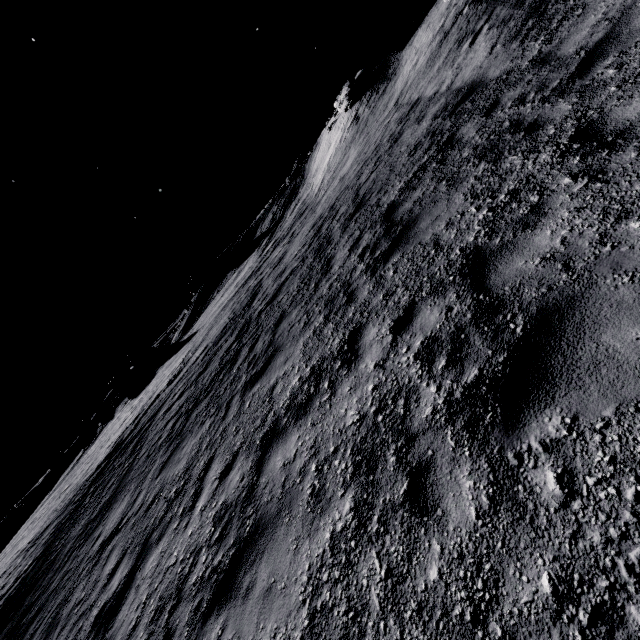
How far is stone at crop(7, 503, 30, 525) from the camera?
47.4m

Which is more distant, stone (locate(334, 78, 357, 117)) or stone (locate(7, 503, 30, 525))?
stone (locate(7, 503, 30, 525))

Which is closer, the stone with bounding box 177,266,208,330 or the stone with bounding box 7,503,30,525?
the stone with bounding box 7,503,30,525

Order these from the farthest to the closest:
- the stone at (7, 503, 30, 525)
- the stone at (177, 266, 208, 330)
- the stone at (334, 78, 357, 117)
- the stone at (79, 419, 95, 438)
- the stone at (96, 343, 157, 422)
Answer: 1. the stone at (79, 419, 95, 438)
2. the stone at (177, 266, 208, 330)
3. the stone at (7, 503, 30, 525)
4. the stone at (96, 343, 157, 422)
5. the stone at (334, 78, 357, 117)

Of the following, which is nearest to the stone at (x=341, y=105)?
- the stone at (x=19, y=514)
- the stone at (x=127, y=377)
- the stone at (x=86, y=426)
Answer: the stone at (x=127, y=377)

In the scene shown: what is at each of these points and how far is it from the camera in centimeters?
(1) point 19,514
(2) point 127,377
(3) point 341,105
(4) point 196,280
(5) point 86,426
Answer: (1) stone, 4762cm
(2) stone, 4528cm
(3) stone, 2572cm
(4) stone, 5031cm
(5) stone, 5675cm

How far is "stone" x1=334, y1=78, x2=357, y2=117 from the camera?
23.6 meters

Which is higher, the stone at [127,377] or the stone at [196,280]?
the stone at [196,280]
